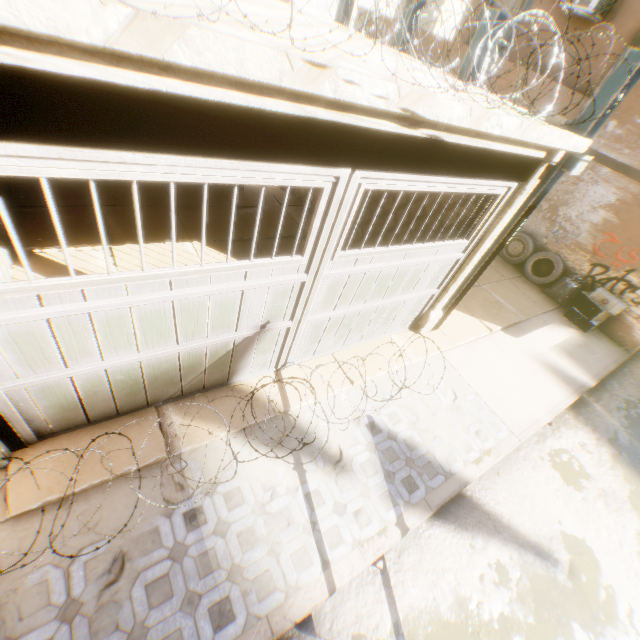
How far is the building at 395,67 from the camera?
2.8 meters

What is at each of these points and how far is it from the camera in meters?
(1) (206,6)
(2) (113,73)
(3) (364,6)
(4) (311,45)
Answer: (1) building, 2.2 m
(2) wooden beam, 1.6 m
(3) building, 18.3 m
(4) building, 2.4 m

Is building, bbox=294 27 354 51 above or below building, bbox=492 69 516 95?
below

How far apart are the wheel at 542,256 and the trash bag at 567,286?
0.1m

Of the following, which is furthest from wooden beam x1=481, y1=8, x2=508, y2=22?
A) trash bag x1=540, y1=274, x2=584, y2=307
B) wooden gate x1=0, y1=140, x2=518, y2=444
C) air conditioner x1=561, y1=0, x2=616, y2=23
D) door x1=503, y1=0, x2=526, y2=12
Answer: door x1=503, y1=0, x2=526, y2=12

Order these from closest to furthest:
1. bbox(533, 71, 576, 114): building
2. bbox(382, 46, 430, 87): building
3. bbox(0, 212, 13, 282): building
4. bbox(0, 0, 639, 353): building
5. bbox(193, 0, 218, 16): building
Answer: bbox(0, 0, 639, 353): building
bbox(193, 0, 218, 16): building
bbox(382, 46, 430, 87): building
bbox(0, 212, 13, 282): building
bbox(533, 71, 576, 114): building

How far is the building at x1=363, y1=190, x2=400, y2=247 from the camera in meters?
6.3
